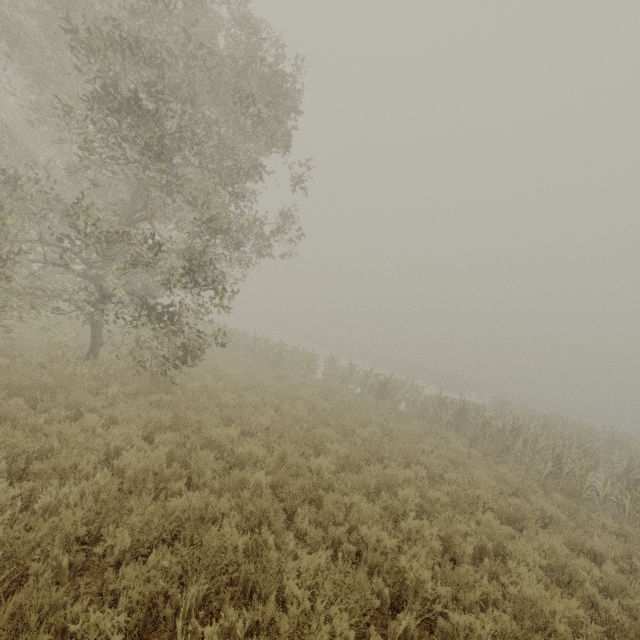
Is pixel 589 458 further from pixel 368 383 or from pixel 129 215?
pixel 129 215
